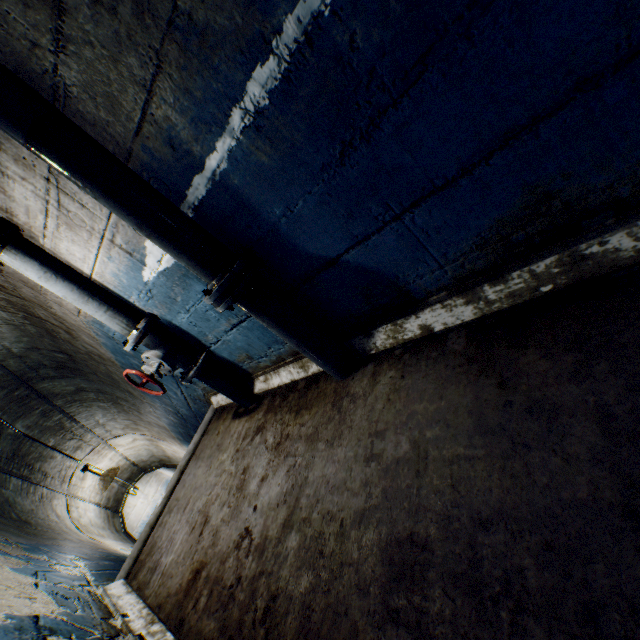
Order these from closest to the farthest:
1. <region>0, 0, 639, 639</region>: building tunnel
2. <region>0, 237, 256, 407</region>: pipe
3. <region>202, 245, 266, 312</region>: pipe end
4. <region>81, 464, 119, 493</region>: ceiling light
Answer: <region>0, 0, 639, 639</region>: building tunnel, <region>202, 245, 266, 312</region>: pipe end, <region>0, 237, 256, 407</region>: pipe, <region>81, 464, 119, 493</region>: ceiling light

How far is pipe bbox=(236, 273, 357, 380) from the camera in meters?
1.7

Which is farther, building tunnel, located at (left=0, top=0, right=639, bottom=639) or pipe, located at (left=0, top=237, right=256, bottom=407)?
pipe, located at (left=0, top=237, right=256, bottom=407)

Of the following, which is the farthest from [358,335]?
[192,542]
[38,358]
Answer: [38,358]

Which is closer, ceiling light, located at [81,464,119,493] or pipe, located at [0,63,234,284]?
pipe, located at [0,63,234,284]

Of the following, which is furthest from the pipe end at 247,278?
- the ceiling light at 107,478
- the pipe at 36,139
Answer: the ceiling light at 107,478

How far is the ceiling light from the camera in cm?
541

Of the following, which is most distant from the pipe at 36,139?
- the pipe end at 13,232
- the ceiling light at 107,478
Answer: the ceiling light at 107,478
